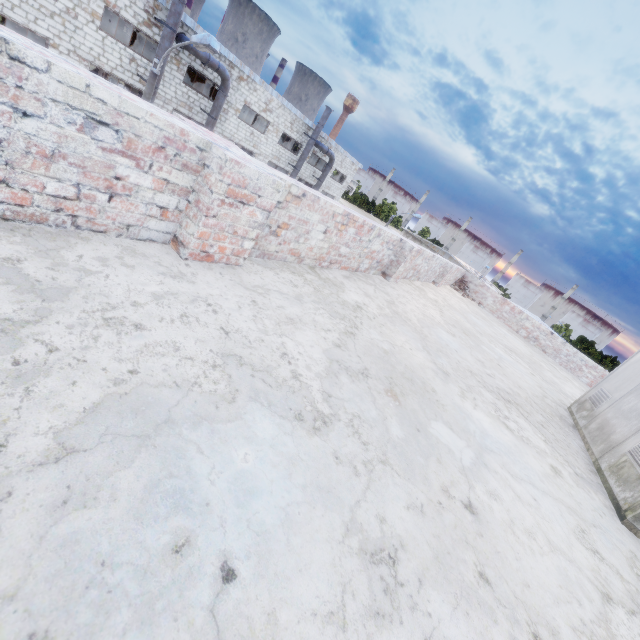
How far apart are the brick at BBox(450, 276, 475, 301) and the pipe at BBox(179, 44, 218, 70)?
18.1m

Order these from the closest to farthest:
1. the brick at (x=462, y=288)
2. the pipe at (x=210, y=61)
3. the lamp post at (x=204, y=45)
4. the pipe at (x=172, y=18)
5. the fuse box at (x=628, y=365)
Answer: the fuse box at (x=628, y=365)
the lamp post at (x=204, y=45)
the brick at (x=462, y=288)
the pipe at (x=172, y=18)
the pipe at (x=210, y=61)

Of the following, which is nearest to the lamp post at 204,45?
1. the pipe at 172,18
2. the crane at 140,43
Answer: the pipe at 172,18

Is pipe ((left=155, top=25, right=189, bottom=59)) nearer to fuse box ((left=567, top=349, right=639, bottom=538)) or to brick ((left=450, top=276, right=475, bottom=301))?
brick ((left=450, top=276, right=475, bottom=301))

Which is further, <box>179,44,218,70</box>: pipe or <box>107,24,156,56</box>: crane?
<box>107,24,156,56</box>: crane

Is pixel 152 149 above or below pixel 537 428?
above

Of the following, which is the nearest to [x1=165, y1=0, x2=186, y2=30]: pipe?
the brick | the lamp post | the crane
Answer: the crane

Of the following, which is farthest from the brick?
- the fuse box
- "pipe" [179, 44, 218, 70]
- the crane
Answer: the crane
